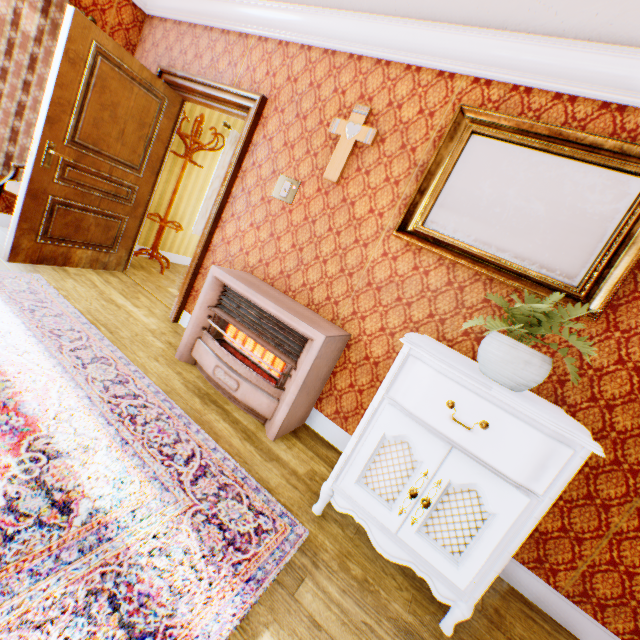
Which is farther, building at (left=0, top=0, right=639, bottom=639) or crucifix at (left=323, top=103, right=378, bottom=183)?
crucifix at (left=323, top=103, right=378, bottom=183)

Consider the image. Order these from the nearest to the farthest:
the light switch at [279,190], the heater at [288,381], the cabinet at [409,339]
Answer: the cabinet at [409,339] < the heater at [288,381] < the light switch at [279,190]

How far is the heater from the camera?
2.34m

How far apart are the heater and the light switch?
0.74m

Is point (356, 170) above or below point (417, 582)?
above

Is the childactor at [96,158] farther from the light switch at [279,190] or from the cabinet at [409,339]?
the cabinet at [409,339]

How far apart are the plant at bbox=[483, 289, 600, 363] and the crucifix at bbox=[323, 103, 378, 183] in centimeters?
172cm

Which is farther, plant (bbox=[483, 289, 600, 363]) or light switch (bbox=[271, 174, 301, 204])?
light switch (bbox=[271, 174, 301, 204])
